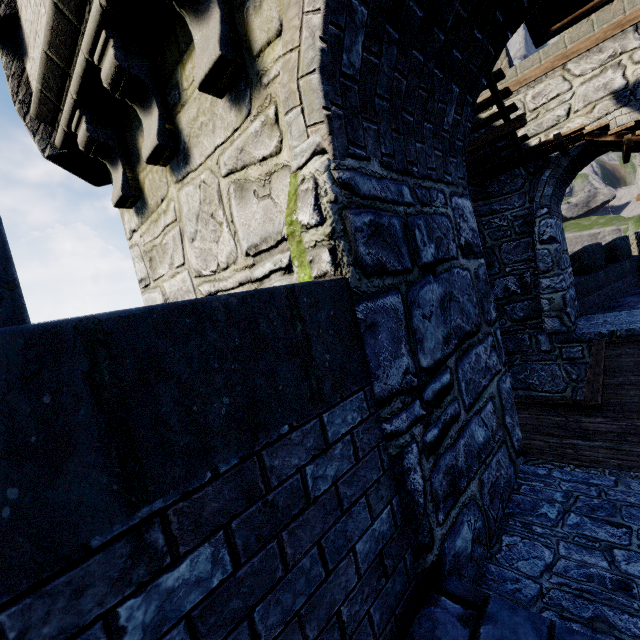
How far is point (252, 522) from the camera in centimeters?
107cm
